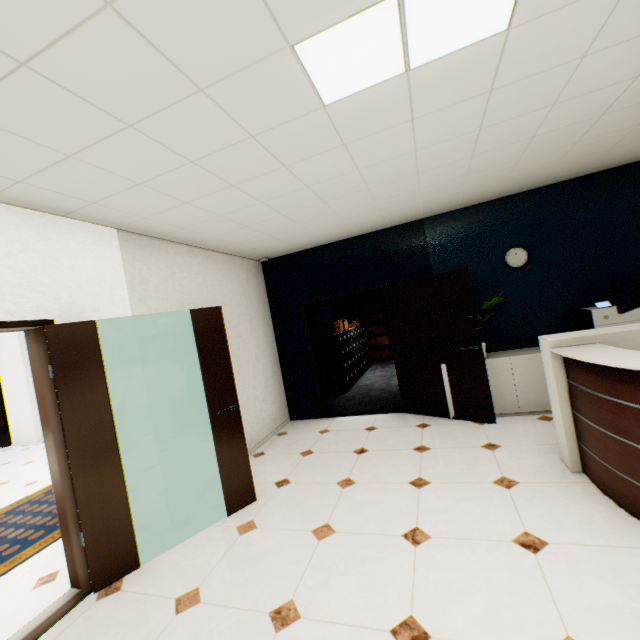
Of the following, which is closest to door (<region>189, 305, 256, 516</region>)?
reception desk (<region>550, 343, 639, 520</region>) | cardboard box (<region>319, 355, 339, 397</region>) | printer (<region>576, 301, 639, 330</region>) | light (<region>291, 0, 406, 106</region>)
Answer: light (<region>291, 0, 406, 106</region>)

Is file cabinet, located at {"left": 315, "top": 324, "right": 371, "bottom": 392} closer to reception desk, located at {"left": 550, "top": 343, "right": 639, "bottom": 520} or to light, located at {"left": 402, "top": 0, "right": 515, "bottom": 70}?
reception desk, located at {"left": 550, "top": 343, "right": 639, "bottom": 520}

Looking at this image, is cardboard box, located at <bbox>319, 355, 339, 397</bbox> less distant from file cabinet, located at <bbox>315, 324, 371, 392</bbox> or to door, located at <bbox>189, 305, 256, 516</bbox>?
file cabinet, located at <bbox>315, 324, 371, 392</bbox>

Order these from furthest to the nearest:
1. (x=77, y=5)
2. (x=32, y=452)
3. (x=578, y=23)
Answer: (x=32, y=452)
(x=578, y=23)
(x=77, y=5)

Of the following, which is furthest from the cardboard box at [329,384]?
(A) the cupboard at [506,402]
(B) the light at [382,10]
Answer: (B) the light at [382,10]

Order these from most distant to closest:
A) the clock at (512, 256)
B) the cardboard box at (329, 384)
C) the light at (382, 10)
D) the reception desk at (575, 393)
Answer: the cardboard box at (329, 384) → the clock at (512, 256) → the reception desk at (575, 393) → the light at (382, 10)

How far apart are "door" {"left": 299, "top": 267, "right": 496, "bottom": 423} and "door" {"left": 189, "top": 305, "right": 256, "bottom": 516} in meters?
2.4 m

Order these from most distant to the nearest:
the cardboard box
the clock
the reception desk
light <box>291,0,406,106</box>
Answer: the cardboard box, the clock, the reception desk, light <box>291,0,406,106</box>
